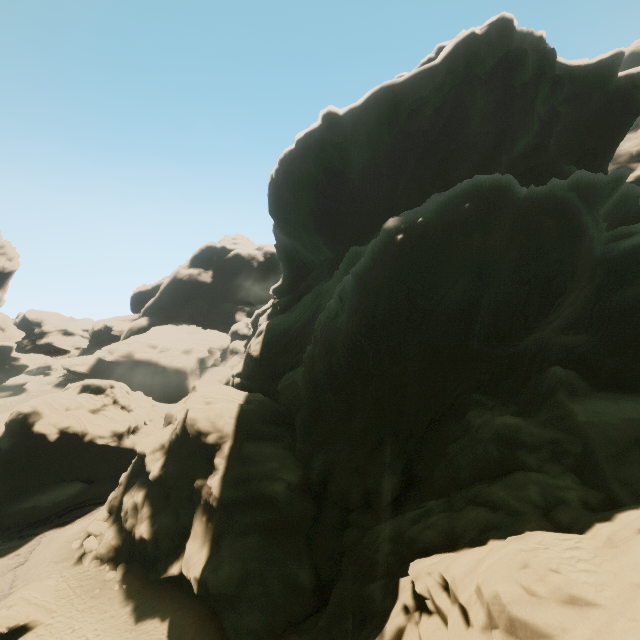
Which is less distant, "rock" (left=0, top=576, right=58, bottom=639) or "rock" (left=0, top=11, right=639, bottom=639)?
"rock" (left=0, top=11, right=639, bottom=639)

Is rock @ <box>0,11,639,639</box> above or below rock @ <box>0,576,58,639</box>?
above

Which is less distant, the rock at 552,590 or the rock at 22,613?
the rock at 552,590

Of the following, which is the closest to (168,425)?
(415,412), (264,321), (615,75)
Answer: (264,321)

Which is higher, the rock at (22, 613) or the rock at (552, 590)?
the rock at (552, 590)
